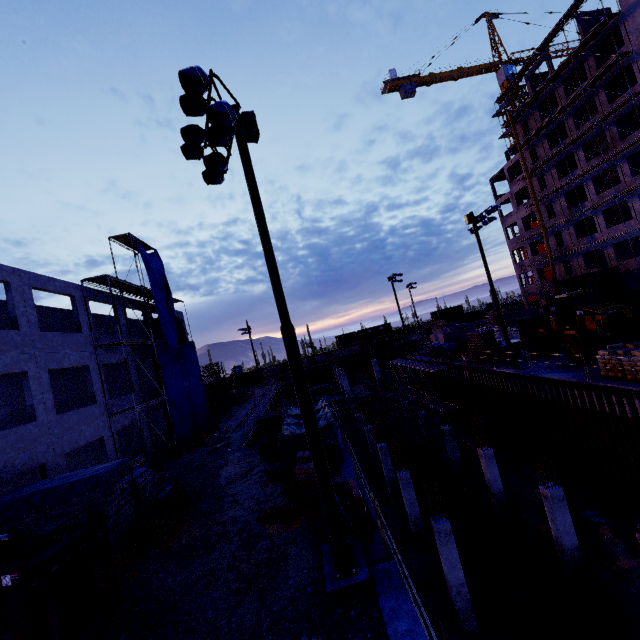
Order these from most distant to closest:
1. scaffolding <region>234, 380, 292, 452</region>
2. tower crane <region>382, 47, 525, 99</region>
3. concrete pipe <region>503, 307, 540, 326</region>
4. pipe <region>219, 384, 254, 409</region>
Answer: tower crane <region>382, 47, 525, 99</region> → concrete pipe <region>503, 307, 540, 326</region> → pipe <region>219, 384, 254, 409</region> → scaffolding <region>234, 380, 292, 452</region>

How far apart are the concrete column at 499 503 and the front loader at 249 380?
41.96m

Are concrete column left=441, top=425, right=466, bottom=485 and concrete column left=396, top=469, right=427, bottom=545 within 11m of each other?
yes

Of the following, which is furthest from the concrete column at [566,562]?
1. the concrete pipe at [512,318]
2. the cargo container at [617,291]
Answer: the concrete pipe at [512,318]

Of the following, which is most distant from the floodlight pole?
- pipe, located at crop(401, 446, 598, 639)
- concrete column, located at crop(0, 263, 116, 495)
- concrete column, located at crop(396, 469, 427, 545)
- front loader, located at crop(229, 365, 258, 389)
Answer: front loader, located at crop(229, 365, 258, 389)

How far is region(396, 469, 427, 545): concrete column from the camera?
17.8 meters

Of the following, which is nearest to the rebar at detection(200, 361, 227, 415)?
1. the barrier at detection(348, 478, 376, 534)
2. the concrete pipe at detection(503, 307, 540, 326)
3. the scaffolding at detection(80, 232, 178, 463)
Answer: the scaffolding at detection(80, 232, 178, 463)

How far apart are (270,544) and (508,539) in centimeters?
1276cm
